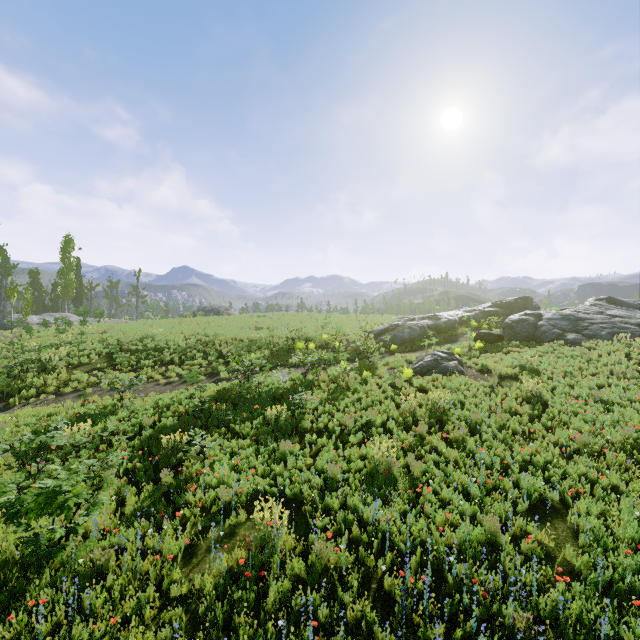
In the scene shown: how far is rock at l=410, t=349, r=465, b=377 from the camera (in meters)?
15.64

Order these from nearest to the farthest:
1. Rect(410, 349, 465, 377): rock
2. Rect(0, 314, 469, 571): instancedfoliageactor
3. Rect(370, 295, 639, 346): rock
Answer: Rect(0, 314, 469, 571): instancedfoliageactor, Rect(410, 349, 465, 377): rock, Rect(370, 295, 639, 346): rock

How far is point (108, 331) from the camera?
24.3 meters

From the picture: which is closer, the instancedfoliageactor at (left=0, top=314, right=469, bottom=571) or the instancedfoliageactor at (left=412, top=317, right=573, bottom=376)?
the instancedfoliageactor at (left=0, top=314, right=469, bottom=571)

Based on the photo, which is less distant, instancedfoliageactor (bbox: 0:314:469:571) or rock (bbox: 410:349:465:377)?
instancedfoliageactor (bbox: 0:314:469:571)

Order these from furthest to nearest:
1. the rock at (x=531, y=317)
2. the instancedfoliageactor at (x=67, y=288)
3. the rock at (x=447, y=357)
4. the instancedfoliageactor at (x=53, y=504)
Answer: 1. the instancedfoliageactor at (x=67, y=288)
2. the rock at (x=531, y=317)
3. the rock at (x=447, y=357)
4. the instancedfoliageactor at (x=53, y=504)

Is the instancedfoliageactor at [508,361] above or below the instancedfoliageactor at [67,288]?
below

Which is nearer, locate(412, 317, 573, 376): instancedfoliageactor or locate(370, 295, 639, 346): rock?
locate(412, 317, 573, 376): instancedfoliageactor
